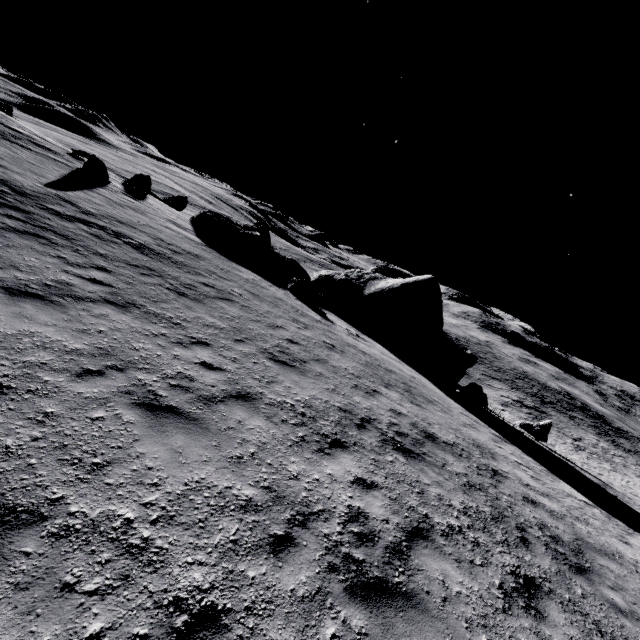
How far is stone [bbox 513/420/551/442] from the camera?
19.8 meters

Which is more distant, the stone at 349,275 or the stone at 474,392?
the stone at 349,275

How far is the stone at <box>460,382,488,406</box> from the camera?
19.9m

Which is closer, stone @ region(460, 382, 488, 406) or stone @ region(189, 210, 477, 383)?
stone @ region(460, 382, 488, 406)

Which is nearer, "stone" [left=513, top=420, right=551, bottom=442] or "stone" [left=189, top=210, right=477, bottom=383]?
"stone" [left=513, top=420, right=551, bottom=442]

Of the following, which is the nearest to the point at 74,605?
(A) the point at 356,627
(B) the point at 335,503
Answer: (A) the point at 356,627

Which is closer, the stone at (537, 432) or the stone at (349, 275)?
the stone at (537, 432)
